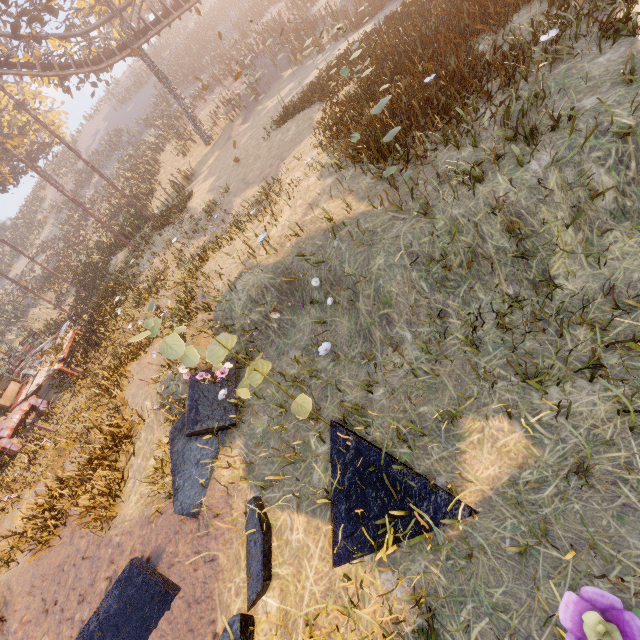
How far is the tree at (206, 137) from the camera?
20.8m

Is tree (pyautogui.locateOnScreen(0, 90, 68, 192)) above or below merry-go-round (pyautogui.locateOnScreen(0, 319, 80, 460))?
above

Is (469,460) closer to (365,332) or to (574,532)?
(574,532)

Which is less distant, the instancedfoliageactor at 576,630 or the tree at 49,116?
the instancedfoliageactor at 576,630

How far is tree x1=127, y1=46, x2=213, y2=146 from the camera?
20.80m

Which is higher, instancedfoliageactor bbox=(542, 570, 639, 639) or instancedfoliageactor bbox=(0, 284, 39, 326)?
instancedfoliageactor bbox=(0, 284, 39, 326)

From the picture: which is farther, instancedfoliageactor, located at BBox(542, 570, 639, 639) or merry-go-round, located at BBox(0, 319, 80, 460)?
merry-go-round, located at BBox(0, 319, 80, 460)

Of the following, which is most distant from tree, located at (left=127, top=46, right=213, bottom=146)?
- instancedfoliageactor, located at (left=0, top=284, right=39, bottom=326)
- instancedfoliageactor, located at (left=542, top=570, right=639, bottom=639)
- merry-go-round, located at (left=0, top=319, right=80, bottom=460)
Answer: instancedfoliageactor, located at (left=542, top=570, right=639, bottom=639)
